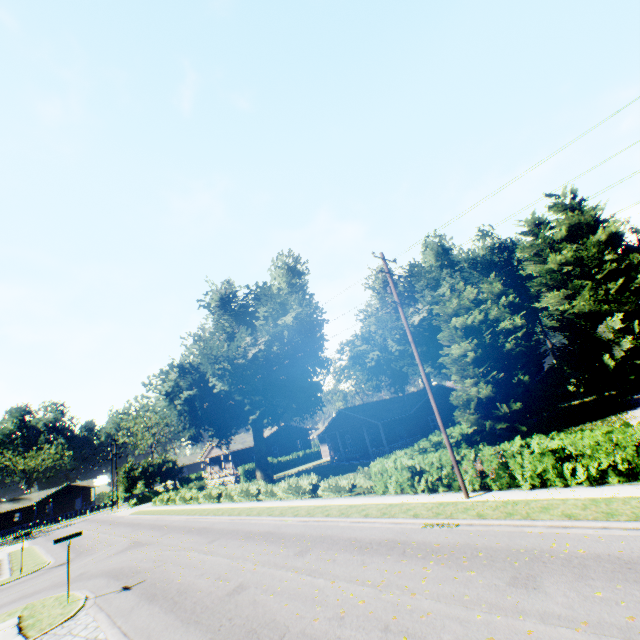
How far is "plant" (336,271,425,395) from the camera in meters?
44.5 m

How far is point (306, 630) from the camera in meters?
7.3

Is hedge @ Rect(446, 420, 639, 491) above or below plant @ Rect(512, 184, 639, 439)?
below

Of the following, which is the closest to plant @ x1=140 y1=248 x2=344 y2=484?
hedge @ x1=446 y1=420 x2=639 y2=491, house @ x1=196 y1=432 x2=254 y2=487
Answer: house @ x1=196 y1=432 x2=254 y2=487

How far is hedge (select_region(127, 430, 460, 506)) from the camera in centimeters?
1555cm

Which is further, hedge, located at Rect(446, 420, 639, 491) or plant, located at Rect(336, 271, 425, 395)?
plant, located at Rect(336, 271, 425, 395)

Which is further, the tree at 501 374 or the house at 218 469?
the house at 218 469

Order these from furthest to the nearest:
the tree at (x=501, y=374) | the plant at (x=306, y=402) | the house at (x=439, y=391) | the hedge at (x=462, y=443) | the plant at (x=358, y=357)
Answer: the plant at (x=358, y=357)
the house at (x=439, y=391)
the plant at (x=306, y=402)
the tree at (x=501, y=374)
the hedge at (x=462, y=443)
